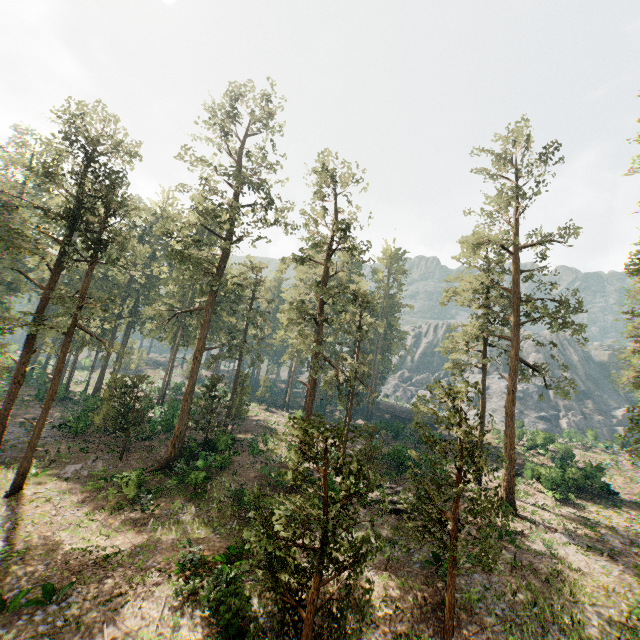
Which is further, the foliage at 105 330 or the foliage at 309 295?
the foliage at 105 330

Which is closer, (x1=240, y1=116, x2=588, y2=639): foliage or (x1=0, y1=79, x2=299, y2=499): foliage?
(x1=240, y1=116, x2=588, y2=639): foliage

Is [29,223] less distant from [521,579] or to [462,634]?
[462,634]
